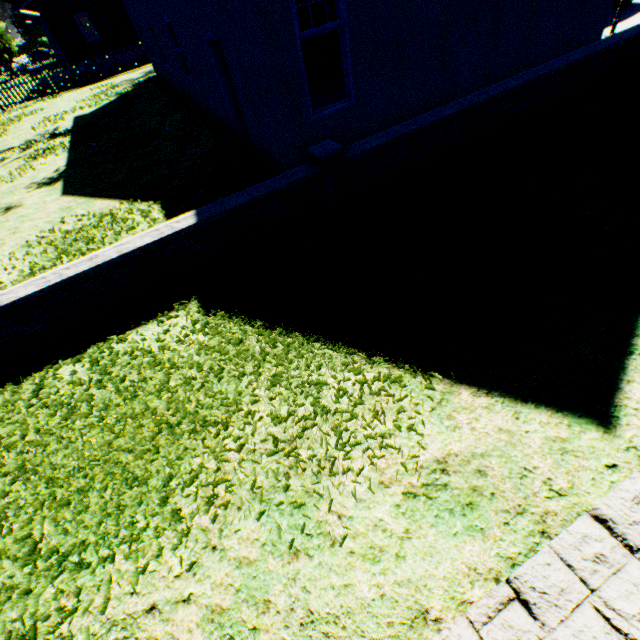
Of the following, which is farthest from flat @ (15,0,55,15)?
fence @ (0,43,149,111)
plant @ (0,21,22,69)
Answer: plant @ (0,21,22,69)

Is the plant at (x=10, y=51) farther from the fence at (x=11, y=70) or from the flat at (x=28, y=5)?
the flat at (x=28, y=5)

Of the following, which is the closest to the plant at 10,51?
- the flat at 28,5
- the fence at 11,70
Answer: the fence at 11,70

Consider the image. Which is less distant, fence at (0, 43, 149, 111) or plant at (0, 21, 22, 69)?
fence at (0, 43, 149, 111)

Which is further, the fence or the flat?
the flat

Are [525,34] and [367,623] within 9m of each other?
no

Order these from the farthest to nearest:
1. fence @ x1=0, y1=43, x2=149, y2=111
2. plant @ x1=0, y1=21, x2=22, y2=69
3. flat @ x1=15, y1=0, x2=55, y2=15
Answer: plant @ x1=0, y1=21, x2=22, y2=69, flat @ x1=15, y1=0, x2=55, y2=15, fence @ x1=0, y1=43, x2=149, y2=111
